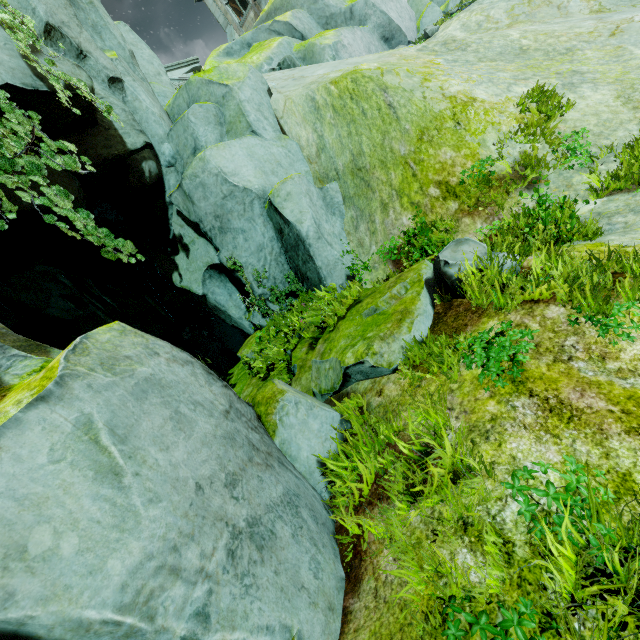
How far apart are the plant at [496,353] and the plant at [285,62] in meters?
14.7 m

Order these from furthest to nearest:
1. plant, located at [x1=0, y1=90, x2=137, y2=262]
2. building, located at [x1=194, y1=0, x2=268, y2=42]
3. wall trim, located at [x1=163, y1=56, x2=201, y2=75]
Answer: building, located at [x1=194, y1=0, x2=268, y2=42], wall trim, located at [x1=163, y1=56, x2=201, y2=75], plant, located at [x1=0, y1=90, x2=137, y2=262]

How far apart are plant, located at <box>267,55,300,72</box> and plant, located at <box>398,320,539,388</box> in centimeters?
1469cm

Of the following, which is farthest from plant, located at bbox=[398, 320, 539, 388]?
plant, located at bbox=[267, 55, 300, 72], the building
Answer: the building

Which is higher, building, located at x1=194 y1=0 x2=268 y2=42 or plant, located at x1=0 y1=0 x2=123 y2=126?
building, located at x1=194 y1=0 x2=268 y2=42

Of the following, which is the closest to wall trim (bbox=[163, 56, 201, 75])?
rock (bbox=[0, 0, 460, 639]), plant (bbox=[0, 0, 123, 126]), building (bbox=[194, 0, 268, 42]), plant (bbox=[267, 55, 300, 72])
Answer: rock (bbox=[0, 0, 460, 639])

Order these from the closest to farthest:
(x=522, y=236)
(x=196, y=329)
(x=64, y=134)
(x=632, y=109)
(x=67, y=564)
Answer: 1. (x=67, y=564)
2. (x=522, y=236)
3. (x=632, y=109)
4. (x=64, y=134)
5. (x=196, y=329)

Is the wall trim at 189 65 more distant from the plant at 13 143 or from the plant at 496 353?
the plant at 496 353
